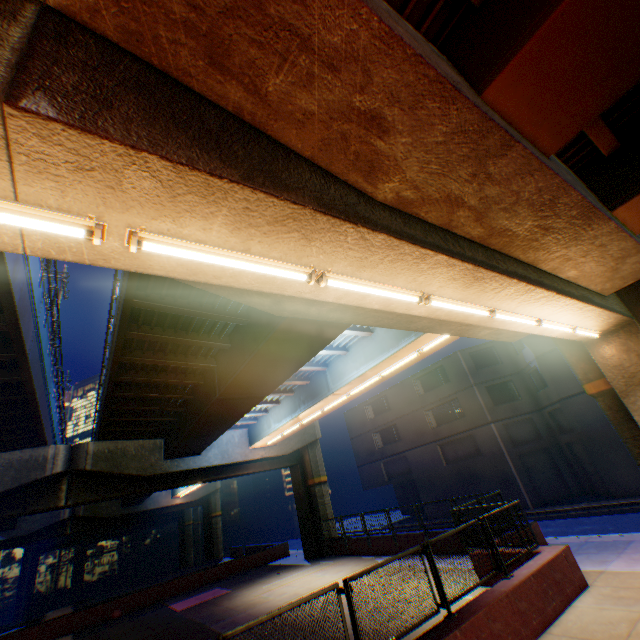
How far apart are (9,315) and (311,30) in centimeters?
949cm

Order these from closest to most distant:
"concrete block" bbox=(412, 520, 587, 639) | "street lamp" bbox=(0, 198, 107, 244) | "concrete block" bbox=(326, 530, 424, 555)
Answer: "street lamp" bbox=(0, 198, 107, 244)
"concrete block" bbox=(412, 520, 587, 639)
"concrete block" bbox=(326, 530, 424, 555)

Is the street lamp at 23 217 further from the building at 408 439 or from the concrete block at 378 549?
the building at 408 439

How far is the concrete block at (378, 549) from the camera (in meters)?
16.64

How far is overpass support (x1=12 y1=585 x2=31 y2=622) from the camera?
57.9m

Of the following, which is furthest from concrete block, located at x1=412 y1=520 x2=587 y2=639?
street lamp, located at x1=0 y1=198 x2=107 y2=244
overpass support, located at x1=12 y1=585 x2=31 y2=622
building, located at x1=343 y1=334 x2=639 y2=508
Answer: overpass support, located at x1=12 y1=585 x2=31 y2=622

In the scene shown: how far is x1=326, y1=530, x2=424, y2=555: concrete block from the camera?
16.6m

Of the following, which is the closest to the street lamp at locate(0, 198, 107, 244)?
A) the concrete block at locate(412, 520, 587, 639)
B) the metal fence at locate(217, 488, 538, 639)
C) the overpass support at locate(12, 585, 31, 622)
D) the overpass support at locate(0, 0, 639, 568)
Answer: the overpass support at locate(0, 0, 639, 568)
